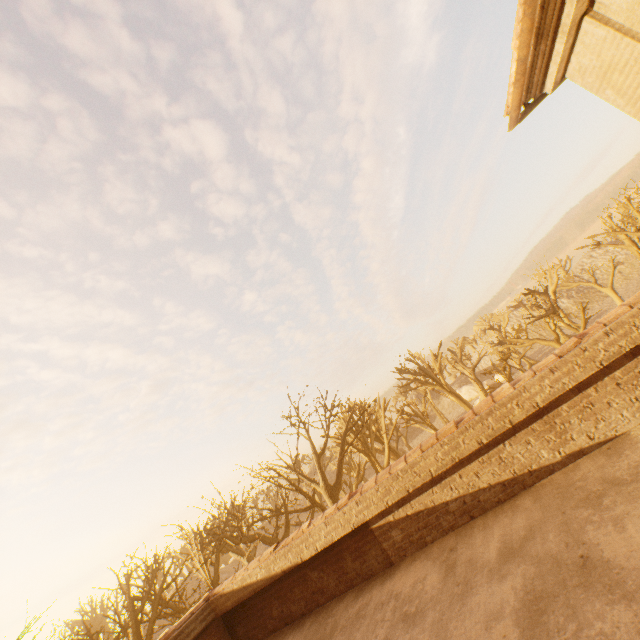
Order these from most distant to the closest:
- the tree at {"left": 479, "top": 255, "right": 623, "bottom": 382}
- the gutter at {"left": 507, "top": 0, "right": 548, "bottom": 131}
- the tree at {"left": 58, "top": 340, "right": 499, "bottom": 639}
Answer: the tree at {"left": 479, "top": 255, "right": 623, "bottom": 382} → the tree at {"left": 58, "top": 340, "right": 499, "bottom": 639} → the gutter at {"left": 507, "top": 0, "right": 548, "bottom": 131}

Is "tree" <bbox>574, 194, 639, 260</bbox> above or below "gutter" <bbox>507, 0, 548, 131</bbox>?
below

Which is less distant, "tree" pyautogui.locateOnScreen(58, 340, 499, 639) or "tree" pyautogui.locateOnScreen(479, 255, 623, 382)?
"tree" pyautogui.locateOnScreen(58, 340, 499, 639)

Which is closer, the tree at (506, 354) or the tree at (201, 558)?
the tree at (201, 558)

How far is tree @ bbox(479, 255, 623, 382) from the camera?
26.7 meters

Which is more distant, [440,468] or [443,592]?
[440,468]

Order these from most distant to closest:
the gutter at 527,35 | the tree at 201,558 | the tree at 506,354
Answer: the tree at 506,354
the tree at 201,558
the gutter at 527,35
